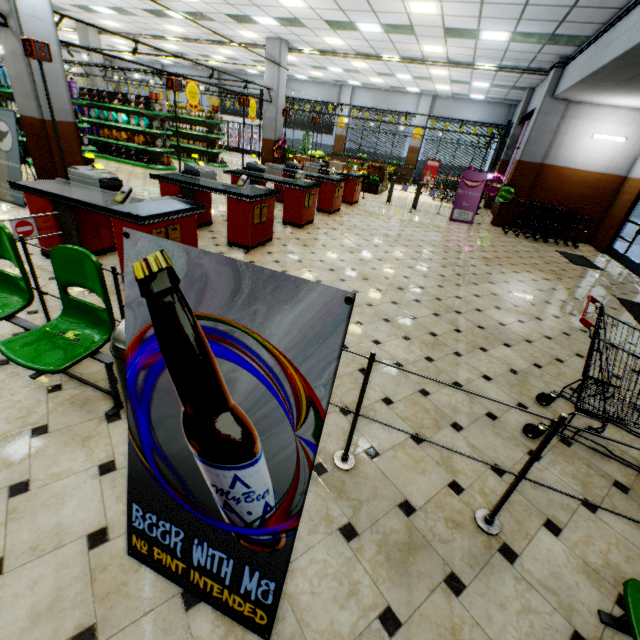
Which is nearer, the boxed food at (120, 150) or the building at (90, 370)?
the building at (90, 370)

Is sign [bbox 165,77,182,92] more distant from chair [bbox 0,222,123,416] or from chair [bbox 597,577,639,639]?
chair [bbox 597,577,639,639]

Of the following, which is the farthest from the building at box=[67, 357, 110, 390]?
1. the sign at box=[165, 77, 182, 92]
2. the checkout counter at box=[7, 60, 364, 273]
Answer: the sign at box=[165, 77, 182, 92]

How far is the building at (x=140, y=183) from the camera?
8.8m

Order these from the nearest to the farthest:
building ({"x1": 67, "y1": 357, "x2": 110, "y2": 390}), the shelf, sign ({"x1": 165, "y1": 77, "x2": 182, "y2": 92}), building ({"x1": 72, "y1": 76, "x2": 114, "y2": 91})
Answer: building ({"x1": 67, "y1": 357, "x2": 110, "y2": 390}), sign ({"x1": 165, "y1": 77, "x2": 182, "y2": 92}), the shelf, building ({"x1": 72, "y1": 76, "x2": 114, "y2": 91})

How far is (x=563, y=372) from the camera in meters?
3.8 m

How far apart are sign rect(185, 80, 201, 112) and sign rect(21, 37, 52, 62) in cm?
631

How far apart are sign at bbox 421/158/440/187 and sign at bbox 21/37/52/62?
20.36m
